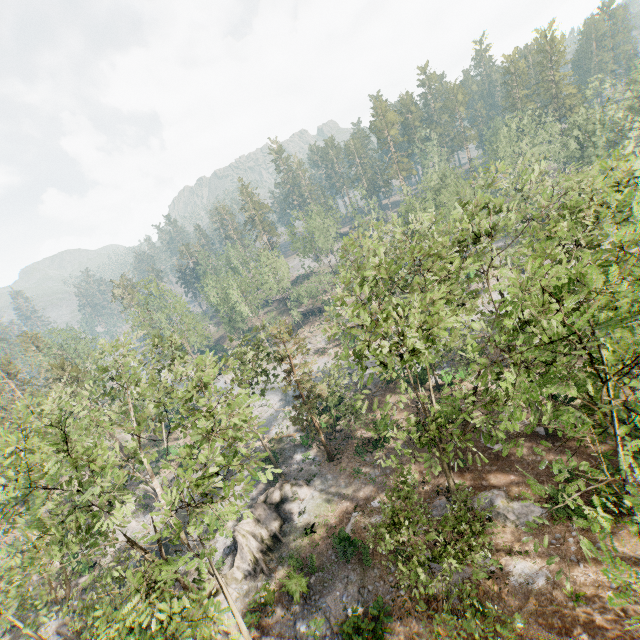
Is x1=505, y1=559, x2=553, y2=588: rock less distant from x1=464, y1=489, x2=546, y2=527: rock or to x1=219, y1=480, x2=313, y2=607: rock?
x1=464, y1=489, x2=546, y2=527: rock

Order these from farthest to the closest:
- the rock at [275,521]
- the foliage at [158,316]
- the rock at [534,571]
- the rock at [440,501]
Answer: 1. the foliage at [158,316]
2. the rock at [275,521]
3. the rock at [440,501]
4. the rock at [534,571]

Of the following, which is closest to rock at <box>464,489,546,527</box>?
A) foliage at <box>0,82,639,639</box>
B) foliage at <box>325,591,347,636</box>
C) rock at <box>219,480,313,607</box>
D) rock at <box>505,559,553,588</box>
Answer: rock at <box>505,559,553,588</box>

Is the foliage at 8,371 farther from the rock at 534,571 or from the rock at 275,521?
the rock at 534,571

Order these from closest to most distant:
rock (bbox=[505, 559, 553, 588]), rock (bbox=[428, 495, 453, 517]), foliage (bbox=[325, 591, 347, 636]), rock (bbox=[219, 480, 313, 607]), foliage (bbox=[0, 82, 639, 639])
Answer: foliage (bbox=[0, 82, 639, 639]) → rock (bbox=[505, 559, 553, 588]) → foliage (bbox=[325, 591, 347, 636]) → rock (bbox=[428, 495, 453, 517]) → rock (bbox=[219, 480, 313, 607])

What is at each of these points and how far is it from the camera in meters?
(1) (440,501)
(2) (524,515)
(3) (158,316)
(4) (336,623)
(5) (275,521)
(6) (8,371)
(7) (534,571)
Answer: (1) rock, 23.2 m
(2) rock, 20.3 m
(3) foliage, 46.4 m
(4) foliage, 18.8 m
(5) rock, 26.4 m
(6) foliage, 49.1 m
(7) rock, 17.6 m
